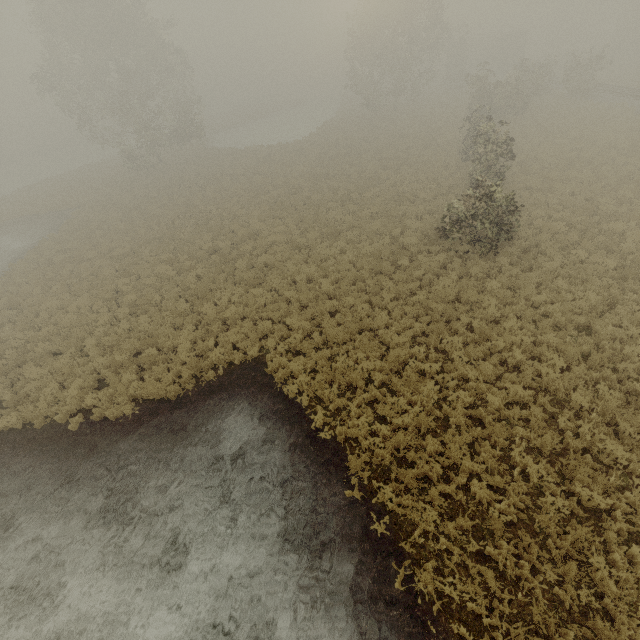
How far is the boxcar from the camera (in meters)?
48.47

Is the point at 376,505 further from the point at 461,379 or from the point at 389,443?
the point at 461,379

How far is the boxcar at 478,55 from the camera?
48.5 meters

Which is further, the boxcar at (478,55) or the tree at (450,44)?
the boxcar at (478,55)

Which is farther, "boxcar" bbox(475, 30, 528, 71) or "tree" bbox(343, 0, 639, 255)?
"boxcar" bbox(475, 30, 528, 71)
